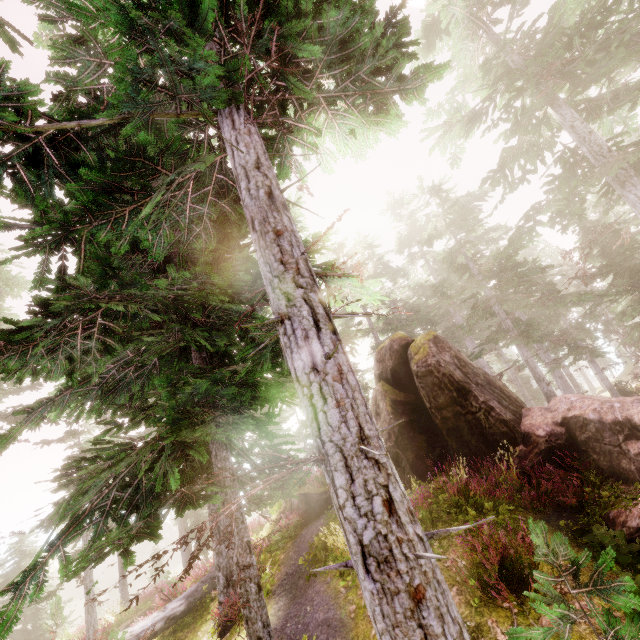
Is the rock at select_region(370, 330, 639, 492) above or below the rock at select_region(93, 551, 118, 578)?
above

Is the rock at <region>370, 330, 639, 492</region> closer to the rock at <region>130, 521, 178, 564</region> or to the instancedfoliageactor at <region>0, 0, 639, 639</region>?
the instancedfoliageactor at <region>0, 0, 639, 639</region>

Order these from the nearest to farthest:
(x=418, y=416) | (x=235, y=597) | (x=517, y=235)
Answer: (x=235, y=597) < (x=418, y=416) < (x=517, y=235)

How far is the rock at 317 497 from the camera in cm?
1227

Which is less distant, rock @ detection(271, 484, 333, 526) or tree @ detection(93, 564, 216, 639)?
tree @ detection(93, 564, 216, 639)

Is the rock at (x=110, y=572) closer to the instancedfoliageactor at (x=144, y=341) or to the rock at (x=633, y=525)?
the instancedfoliageactor at (x=144, y=341)

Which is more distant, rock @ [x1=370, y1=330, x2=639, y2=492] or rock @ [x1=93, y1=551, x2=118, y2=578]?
rock @ [x1=93, y1=551, x2=118, y2=578]
